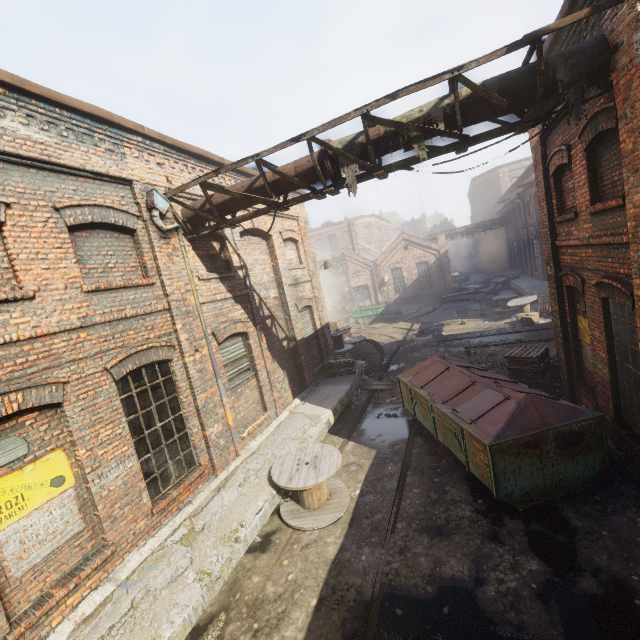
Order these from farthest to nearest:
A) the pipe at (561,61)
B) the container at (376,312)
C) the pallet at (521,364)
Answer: the container at (376,312), the pallet at (521,364), the pipe at (561,61)

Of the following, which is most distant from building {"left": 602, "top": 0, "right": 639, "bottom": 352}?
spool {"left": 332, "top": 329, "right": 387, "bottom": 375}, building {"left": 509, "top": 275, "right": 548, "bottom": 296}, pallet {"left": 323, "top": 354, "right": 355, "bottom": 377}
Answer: building {"left": 509, "top": 275, "right": 548, "bottom": 296}

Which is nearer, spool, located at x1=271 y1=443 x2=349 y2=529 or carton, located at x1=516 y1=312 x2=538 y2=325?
spool, located at x1=271 y1=443 x2=349 y2=529

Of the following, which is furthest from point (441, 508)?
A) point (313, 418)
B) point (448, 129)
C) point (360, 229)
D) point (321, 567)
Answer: point (360, 229)

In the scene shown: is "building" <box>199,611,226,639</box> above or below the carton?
below

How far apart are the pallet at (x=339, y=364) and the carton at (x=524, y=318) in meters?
10.1

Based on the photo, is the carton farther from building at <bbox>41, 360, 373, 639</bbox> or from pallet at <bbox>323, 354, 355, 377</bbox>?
pallet at <bbox>323, 354, 355, 377</bbox>

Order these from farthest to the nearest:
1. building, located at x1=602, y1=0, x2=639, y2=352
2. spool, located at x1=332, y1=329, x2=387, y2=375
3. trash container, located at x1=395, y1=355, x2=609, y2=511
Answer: spool, located at x1=332, y1=329, x2=387, y2=375
trash container, located at x1=395, y1=355, x2=609, y2=511
building, located at x1=602, y1=0, x2=639, y2=352
